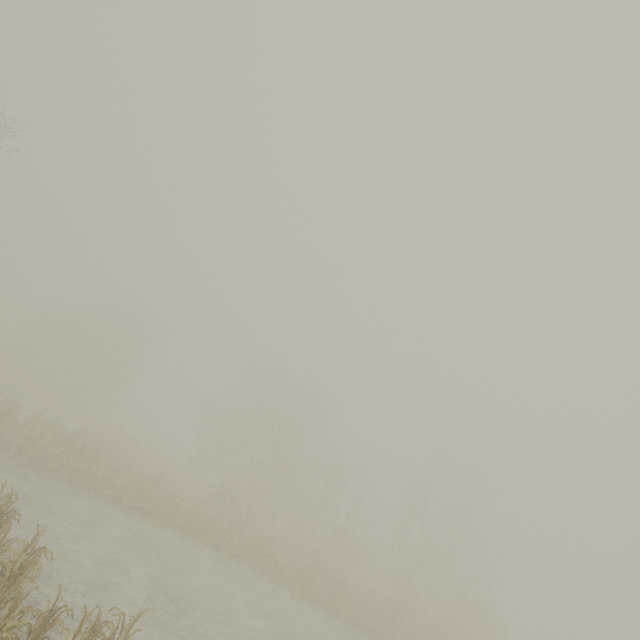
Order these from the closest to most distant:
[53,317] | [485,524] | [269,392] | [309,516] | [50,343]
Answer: [309,516] → [269,392] → [50,343] → [485,524] → [53,317]
